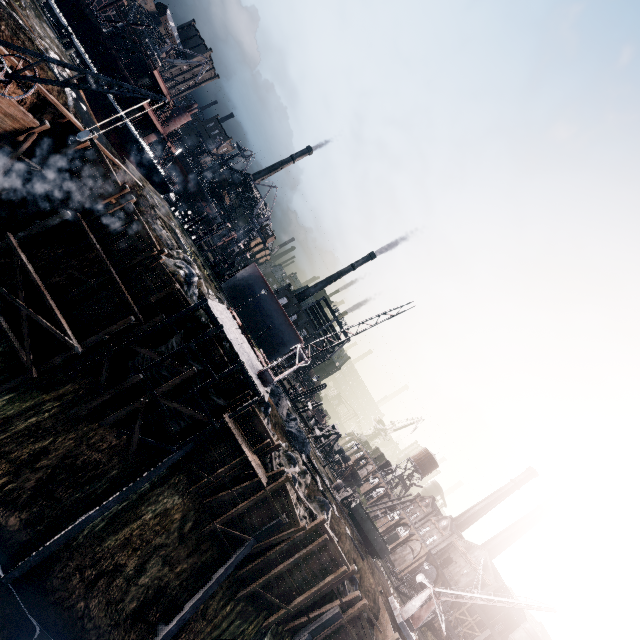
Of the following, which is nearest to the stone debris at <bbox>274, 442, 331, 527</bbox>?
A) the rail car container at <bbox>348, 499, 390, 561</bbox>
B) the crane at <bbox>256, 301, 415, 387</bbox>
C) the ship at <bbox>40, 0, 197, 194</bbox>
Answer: the crane at <bbox>256, 301, 415, 387</bbox>

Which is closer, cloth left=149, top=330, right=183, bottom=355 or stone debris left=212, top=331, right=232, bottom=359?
cloth left=149, top=330, right=183, bottom=355

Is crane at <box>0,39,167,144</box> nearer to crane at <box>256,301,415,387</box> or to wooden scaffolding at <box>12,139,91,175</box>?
wooden scaffolding at <box>12,139,91,175</box>

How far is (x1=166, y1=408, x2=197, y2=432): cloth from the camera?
23.4 meters

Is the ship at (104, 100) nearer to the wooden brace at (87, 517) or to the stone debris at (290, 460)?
the stone debris at (290, 460)

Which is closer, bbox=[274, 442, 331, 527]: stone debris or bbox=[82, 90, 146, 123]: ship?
bbox=[274, 442, 331, 527]: stone debris

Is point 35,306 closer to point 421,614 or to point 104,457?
point 104,457

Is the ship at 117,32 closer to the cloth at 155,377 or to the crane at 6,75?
the crane at 6,75
